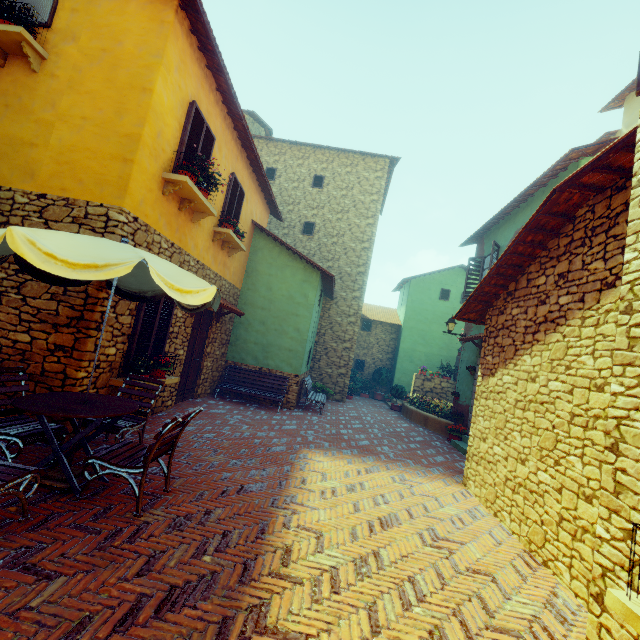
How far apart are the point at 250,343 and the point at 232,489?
7.1 meters

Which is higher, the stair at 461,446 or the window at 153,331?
the window at 153,331

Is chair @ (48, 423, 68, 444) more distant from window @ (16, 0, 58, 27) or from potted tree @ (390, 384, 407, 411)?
potted tree @ (390, 384, 407, 411)

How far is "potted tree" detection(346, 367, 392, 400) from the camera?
16.95m

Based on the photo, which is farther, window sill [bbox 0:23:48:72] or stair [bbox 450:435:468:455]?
stair [bbox 450:435:468:455]

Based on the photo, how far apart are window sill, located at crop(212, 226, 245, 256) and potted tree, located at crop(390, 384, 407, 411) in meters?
10.2

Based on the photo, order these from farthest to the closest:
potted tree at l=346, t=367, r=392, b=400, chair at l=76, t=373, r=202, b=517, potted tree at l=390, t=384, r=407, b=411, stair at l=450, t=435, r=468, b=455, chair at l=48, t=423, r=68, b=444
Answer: potted tree at l=346, t=367, r=392, b=400 → potted tree at l=390, t=384, r=407, b=411 → stair at l=450, t=435, r=468, b=455 → chair at l=48, t=423, r=68, b=444 → chair at l=76, t=373, r=202, b=517

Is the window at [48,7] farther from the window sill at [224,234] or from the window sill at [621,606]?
the window sill at [621,606]
